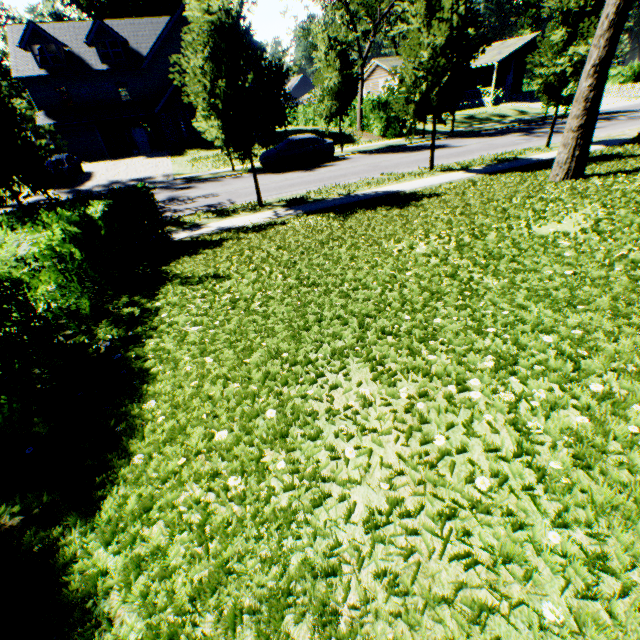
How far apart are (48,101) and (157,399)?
40.5 meters

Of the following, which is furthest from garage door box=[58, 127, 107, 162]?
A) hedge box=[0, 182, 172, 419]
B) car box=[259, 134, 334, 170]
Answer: hedge box=[0, 182, 172, 419]

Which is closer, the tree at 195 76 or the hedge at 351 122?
the tree at 195 76

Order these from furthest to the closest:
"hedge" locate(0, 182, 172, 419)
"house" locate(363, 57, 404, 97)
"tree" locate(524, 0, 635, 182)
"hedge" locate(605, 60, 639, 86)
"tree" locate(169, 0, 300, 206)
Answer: "hedge" locate(605, 60, 639, 86), "house" locate(363, 57, 404, 97), "tree" locate(169, 0, 300, 206), "tree" locate(524, 0, 635, 182), "hedge" locate(0, 182, 172, 419)

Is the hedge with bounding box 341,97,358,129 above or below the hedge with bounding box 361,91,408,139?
above

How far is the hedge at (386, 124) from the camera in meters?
26.9

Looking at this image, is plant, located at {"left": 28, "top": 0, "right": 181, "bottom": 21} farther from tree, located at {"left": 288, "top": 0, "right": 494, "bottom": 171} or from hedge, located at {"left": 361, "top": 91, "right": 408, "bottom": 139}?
hedge, located at {"left": 361, "top": 91, "right": 408, "bottom": 139}

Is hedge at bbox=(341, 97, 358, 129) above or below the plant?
below
